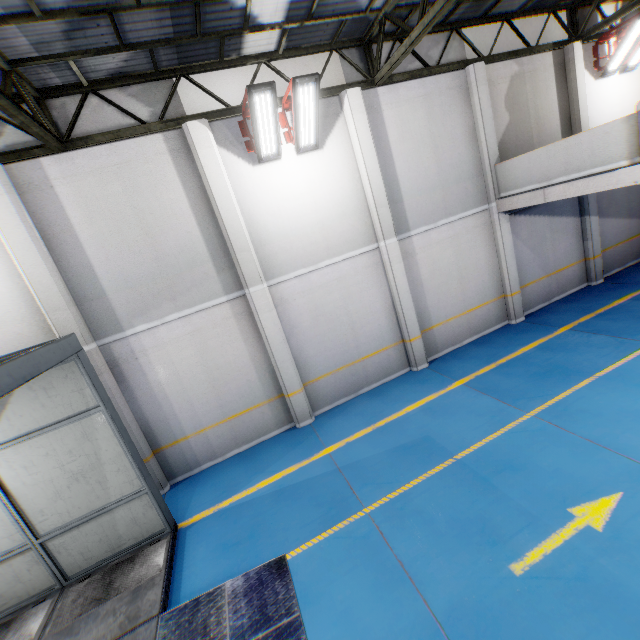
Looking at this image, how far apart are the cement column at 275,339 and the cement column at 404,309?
3.4 meters

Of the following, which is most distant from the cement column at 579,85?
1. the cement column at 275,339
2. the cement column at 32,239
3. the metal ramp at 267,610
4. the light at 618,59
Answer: the cement column at 32,239

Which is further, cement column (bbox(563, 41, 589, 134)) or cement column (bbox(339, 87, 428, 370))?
cement column (bbox(563, 41, 589, 134))

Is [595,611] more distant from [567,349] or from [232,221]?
[232,221]

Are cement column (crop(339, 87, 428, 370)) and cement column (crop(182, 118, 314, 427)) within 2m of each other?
no

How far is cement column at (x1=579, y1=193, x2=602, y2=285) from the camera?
11.31m

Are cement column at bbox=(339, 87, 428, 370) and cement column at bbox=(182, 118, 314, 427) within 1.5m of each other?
no

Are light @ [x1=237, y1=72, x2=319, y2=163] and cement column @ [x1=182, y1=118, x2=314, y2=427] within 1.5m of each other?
yes
